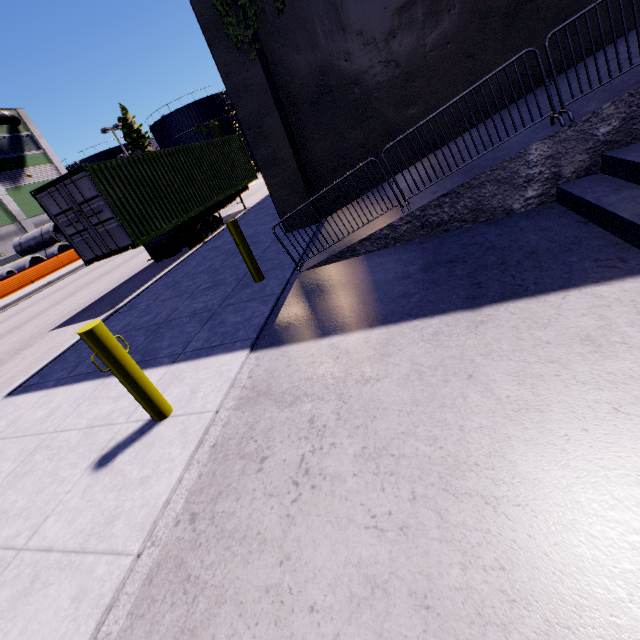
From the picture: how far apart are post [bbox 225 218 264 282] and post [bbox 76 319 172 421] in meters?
2.9

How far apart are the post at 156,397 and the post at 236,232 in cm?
287

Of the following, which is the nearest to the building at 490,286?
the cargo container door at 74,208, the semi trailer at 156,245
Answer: the semi trailer at 156,245

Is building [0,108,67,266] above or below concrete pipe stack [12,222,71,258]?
above

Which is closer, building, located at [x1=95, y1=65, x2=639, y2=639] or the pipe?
building, located at [x1=95, y1=65, x2=639, y2=639]

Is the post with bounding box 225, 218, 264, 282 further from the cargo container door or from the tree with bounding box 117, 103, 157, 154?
the tree with bounding box 117, 103, 157, 154

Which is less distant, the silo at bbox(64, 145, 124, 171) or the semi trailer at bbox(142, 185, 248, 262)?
the semi trailer at bbox(142, 185, 248, 262)

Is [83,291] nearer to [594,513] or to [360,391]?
[360,391]
